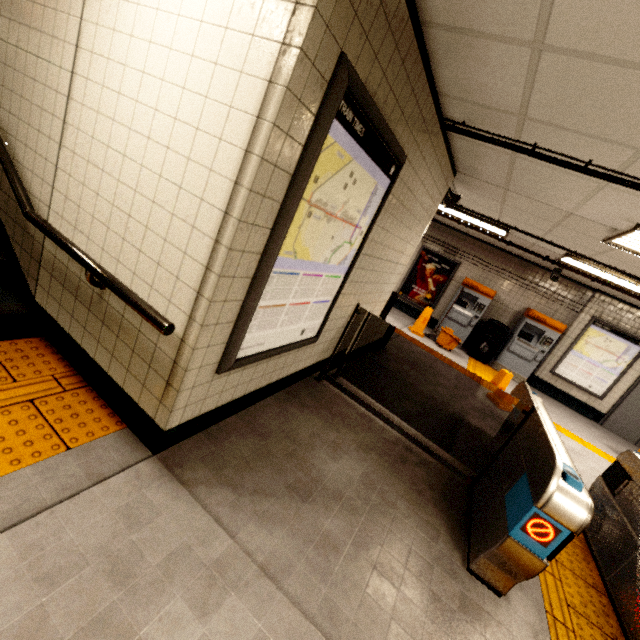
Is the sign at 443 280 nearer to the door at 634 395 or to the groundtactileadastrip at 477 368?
the groundtactileadastrip at 477 368

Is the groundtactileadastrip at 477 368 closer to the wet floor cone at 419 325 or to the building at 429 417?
the building at 429 417

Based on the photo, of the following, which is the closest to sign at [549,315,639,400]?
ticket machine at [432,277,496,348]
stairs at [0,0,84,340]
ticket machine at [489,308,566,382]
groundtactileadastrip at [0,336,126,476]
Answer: ticket machine at [489,308,566,382]

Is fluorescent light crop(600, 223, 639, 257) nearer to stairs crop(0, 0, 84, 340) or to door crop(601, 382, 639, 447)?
stairs crop(0, 0, 84, 340)

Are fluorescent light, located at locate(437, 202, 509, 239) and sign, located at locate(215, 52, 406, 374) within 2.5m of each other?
no

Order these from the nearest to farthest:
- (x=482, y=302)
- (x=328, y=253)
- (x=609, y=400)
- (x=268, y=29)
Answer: (x=268, y=29) < (x=328, y=253) < (x=609, y=400) < (x=482, y=302)

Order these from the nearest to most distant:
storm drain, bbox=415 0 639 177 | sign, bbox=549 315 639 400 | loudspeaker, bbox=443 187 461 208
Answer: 1. storm drain, bbox=415 0 639 177
2. loudspeaker, bbox=443 187 461 208
3. sign, bbox=549 315 639 400

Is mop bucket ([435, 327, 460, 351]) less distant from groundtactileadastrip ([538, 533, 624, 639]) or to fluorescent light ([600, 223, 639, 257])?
groundtactileadastrip ([538, 533, 624, 639])
